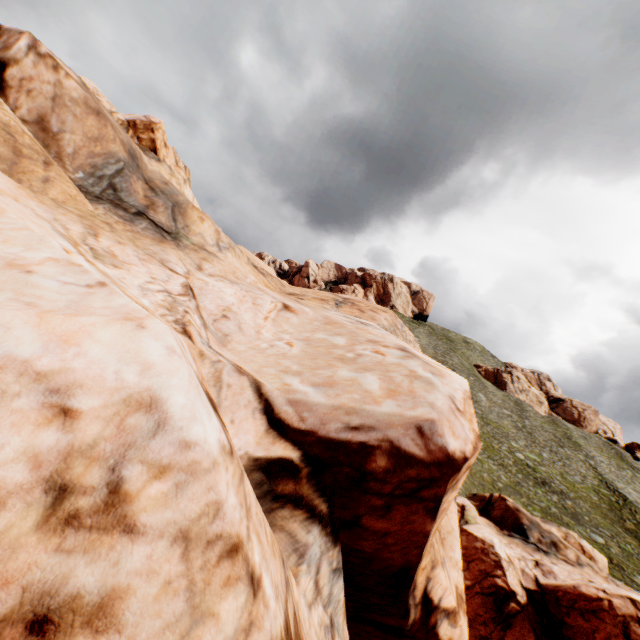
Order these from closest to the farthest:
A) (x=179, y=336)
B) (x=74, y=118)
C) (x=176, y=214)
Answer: (x=179, y=336) < (x=74, y=118) < (x=176, y=214)
